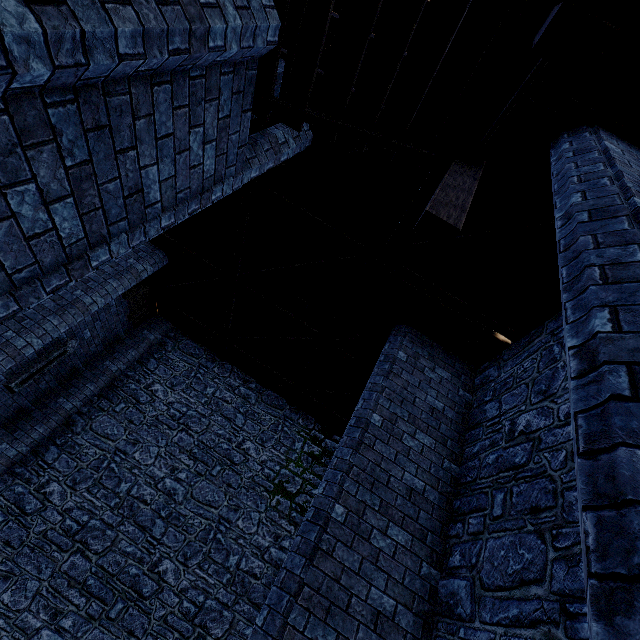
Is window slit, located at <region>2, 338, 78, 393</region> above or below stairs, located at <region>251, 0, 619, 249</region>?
below

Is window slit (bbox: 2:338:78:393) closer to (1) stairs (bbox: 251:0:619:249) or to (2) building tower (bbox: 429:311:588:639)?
(2) building tower (bbox: 429:311:588:639)

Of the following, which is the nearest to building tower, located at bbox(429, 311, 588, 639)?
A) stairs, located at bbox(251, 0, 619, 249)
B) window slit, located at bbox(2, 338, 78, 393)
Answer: window slit, located at bbox(2, 338, 78, 393)

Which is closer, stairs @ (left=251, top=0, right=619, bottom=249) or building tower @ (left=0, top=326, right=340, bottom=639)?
stairs @ (left=251, top=0, right=619, bottom=249)

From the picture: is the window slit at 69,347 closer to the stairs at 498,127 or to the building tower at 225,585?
the building tower at 225,585

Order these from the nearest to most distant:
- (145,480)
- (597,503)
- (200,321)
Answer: (597,503), (145,480), (200,321)

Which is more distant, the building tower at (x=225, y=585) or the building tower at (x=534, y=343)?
the building tower at (x=225, y=585)
